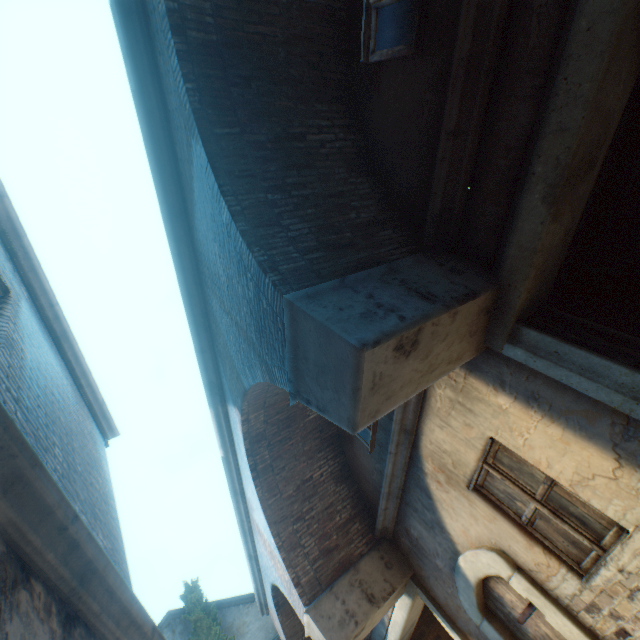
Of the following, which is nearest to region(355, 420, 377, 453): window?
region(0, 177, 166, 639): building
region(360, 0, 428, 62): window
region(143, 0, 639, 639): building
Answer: region(143, 0, 639, 639): building

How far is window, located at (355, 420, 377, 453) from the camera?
5.6m

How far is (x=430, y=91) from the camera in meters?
3.1

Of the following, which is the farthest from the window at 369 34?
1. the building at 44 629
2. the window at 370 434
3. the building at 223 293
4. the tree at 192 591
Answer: the tree at 192 591

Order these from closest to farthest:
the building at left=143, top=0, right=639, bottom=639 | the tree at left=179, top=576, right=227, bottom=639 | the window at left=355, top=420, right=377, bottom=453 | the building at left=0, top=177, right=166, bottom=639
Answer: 1. the building at left=0, top=177, right=166, bottom=639
2. the building at left=143, top=0, right=639, bottom=639
3. the window at left=355, top=420, right=377, bottom=453
4. the tree at left=179, top=576, right=227, bottom=639

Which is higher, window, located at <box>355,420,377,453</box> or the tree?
the tree

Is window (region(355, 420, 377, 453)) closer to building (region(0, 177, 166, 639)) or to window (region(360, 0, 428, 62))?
building (region(0, 177, 166, 639))

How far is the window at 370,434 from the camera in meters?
5.6
